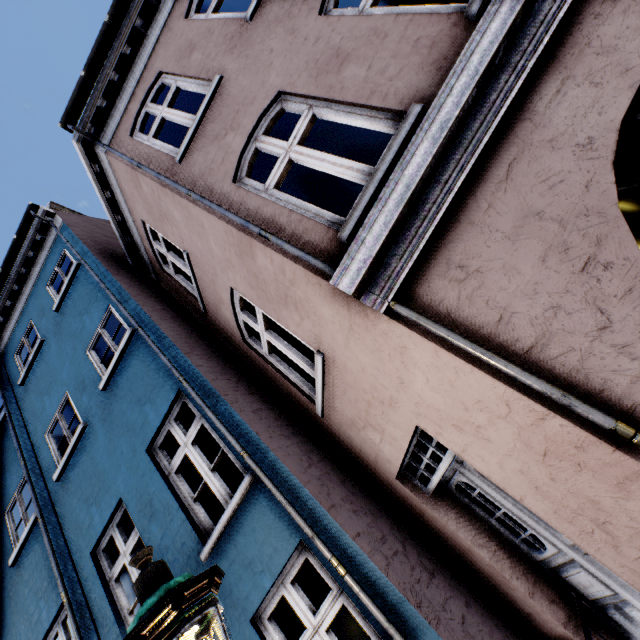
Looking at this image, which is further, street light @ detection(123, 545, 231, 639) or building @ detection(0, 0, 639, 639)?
building @ detection(0, 0, 639, 639)

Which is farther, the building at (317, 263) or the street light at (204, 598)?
the building at (317, 263)

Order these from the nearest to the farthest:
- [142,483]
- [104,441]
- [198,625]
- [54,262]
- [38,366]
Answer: [198,625] → [142,483] → [104,441] → [38,366] → [54,262]
